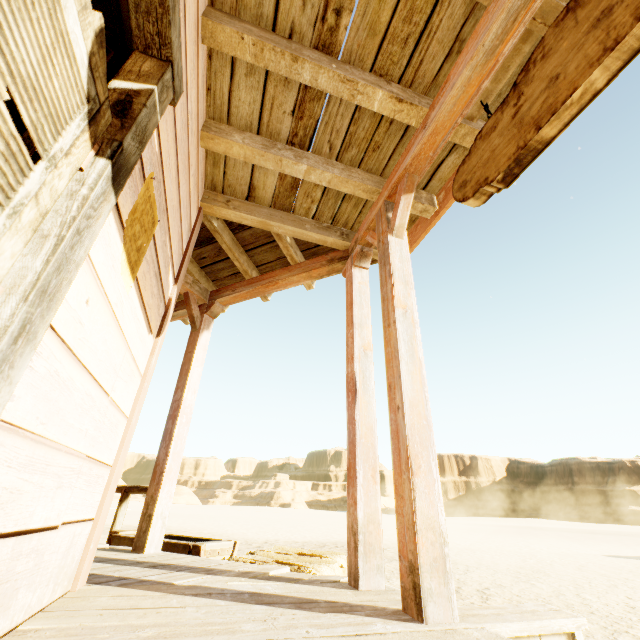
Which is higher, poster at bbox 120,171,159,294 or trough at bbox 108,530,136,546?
poster at bbox 120,171,159,294

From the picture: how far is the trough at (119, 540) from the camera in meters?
3.6

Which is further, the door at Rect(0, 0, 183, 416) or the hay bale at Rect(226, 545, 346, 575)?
the hay bale at Rect(226, 545, 346, 575)

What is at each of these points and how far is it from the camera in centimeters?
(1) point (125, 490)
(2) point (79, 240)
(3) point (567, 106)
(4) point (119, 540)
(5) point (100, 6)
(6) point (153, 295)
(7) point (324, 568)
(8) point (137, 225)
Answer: (1) hitch post, 458cm
(2) door, 98cm
(3) sign, 153cm
(4) trough, 365cm
(5) building, 194cm
(6) building, 201cm
(7) hay bale, 260cm
(8) poster, 148cm

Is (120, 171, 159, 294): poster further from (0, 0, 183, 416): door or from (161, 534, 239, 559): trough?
(161, 534, 239, 559): trough

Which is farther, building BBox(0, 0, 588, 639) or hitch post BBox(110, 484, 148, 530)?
hitch post BBox(110, 484, 148, 530)

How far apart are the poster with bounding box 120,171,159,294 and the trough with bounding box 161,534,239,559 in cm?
287
